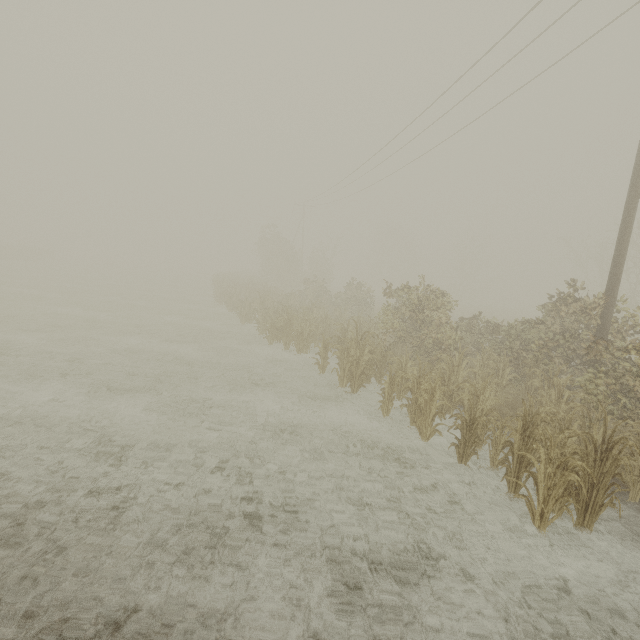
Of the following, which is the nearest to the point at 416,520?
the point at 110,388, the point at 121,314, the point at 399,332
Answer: the point at 110,388
